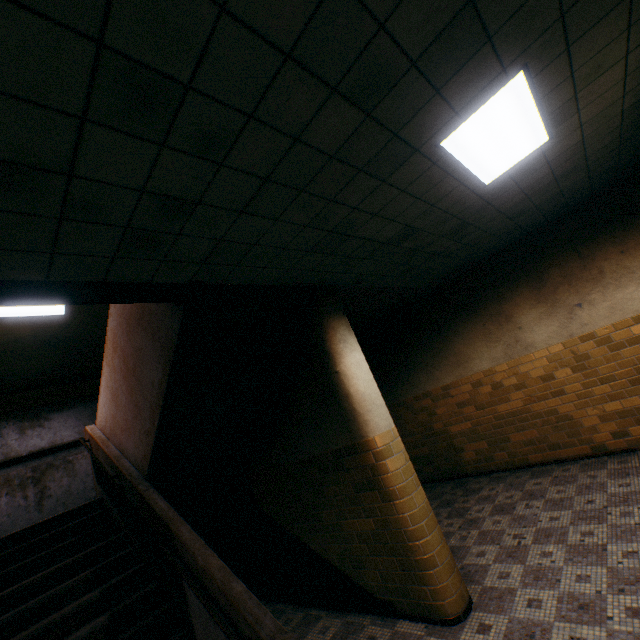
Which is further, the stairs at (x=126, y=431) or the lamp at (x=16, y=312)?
the lamp at (x=16, y=312)

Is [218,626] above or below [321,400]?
below

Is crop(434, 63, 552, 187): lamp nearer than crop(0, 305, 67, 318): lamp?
Yes

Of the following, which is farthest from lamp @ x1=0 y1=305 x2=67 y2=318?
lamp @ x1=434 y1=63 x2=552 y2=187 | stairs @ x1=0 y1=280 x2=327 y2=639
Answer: lamp @ x1=434 y1=63 x2=552 y2=187

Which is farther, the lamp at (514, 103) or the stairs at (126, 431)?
the stairs at (126, 431)

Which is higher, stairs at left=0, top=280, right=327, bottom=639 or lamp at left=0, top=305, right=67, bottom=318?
lamp at left=0, top=305, right=67, bottom=318

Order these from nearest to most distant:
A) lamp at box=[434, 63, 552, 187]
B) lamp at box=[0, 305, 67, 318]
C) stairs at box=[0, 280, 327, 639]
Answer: lamp at box=[434, 63, 552, 187], stairs at box=[0, 280, 327, 639], lamp at box=[0, 305, 67, 318]
